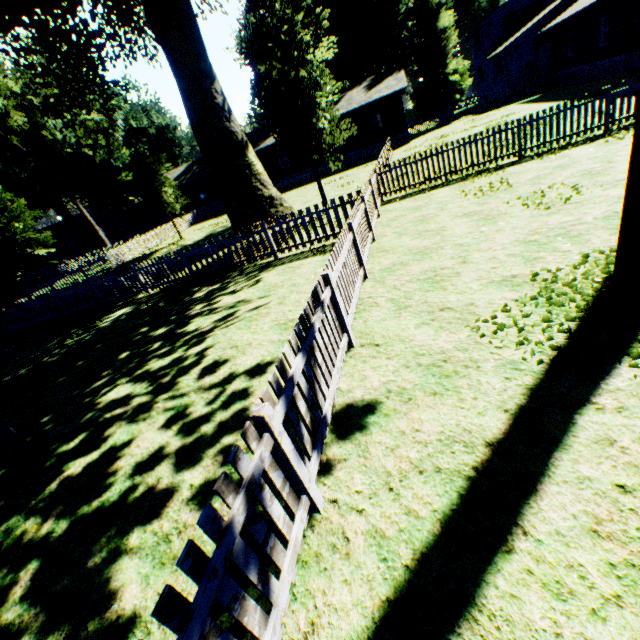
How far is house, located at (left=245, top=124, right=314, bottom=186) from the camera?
33.38m

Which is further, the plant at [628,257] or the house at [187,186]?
the house at [187,186]

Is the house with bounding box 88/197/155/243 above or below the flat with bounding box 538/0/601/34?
below

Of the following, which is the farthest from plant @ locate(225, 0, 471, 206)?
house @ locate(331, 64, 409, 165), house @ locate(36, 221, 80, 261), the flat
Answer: the flat

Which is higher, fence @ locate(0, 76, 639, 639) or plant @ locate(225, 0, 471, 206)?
plant @ locate(225, 0, 471, 206)

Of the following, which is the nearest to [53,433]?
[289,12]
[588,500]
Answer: [588,500]

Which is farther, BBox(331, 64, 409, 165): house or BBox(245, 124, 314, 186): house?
BBox(245, 124, 314, 186): house

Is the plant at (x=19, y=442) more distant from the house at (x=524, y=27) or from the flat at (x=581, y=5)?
the flat at (x=581, y=5)
